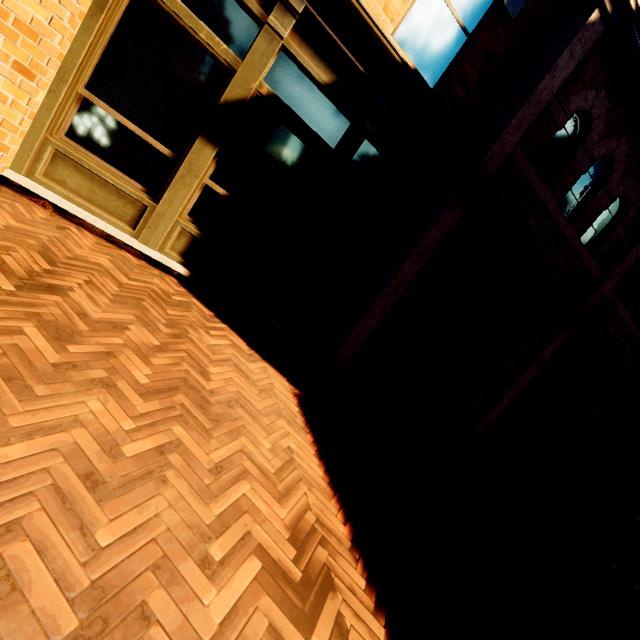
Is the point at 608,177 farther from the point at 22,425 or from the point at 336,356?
the point at 22,425
